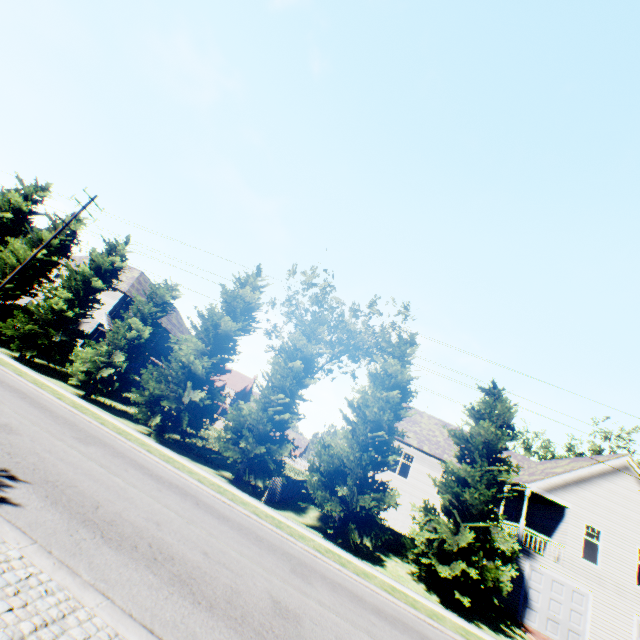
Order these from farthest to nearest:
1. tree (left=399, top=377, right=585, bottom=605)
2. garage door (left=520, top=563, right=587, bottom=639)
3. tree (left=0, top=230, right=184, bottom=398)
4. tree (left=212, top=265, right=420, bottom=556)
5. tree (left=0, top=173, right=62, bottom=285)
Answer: tree (left=0, top=173, right=62, bottom=285), tree (left=0, top=230, right=184, bottom=398), garage door (left=520, top=563, right=587, bottom=639), tree (left=212, top=265, right=420, bottom=556), tree (left=399, top=377, right=585, bottom=605)

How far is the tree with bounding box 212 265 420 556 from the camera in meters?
15.7

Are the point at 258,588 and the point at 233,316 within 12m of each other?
no

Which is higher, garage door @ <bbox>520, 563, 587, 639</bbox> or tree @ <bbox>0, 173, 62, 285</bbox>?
tree @ <bbox>0, 173, 62, 285</bbox>

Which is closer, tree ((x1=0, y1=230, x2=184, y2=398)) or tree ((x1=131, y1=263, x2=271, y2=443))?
tree ((x1=131, y1=263, x2=271, y2=443))

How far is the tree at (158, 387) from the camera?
17.61m

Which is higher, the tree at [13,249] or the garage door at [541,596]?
the tree at [13,249]
